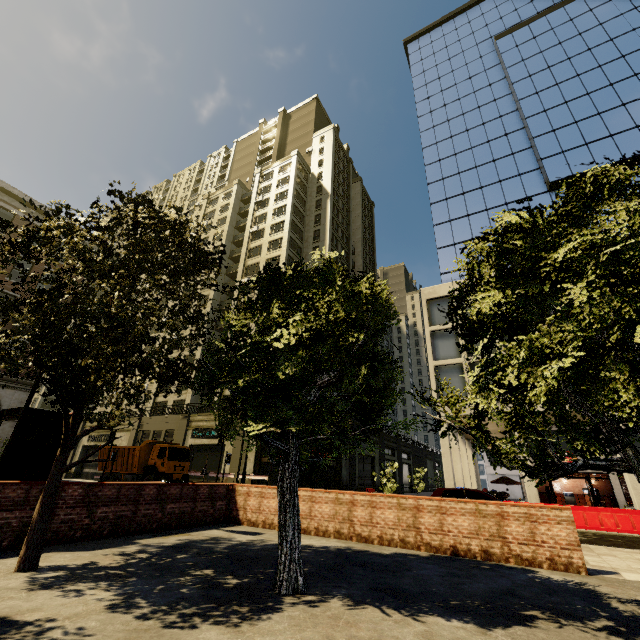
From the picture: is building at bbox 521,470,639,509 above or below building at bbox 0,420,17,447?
below

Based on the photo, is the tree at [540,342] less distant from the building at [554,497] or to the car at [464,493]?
the building at [554,497]

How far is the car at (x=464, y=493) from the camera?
13.1 meters

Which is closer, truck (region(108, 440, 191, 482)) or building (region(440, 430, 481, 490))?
building (region(440, 430, 481, 490))

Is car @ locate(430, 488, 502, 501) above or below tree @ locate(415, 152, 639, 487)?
below

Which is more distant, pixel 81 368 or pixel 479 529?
pixel 479 529

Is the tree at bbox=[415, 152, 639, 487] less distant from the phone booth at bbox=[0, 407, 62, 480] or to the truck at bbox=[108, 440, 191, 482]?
the phone booth at bbox=[0, 407, 62, 480]

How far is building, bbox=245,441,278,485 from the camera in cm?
2764
